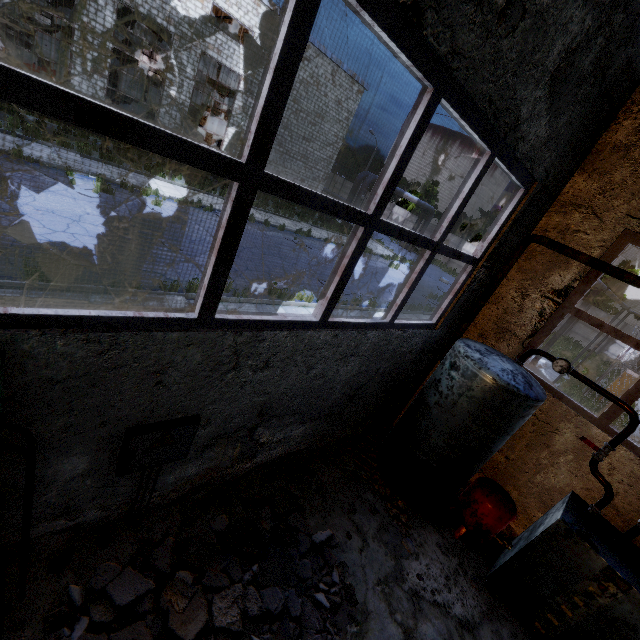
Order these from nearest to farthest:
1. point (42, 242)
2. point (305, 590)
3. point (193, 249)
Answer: point (305, 590), point (42, 242), point (193, 249)

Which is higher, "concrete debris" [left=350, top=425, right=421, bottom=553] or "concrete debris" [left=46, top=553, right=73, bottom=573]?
"concrete debris" [left=46, top=553, right=73, bottom=573]

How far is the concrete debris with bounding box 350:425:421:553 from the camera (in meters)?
4.96

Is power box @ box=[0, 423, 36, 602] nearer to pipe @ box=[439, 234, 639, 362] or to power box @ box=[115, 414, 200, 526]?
power box @ box=[115, 414, 200, 526]

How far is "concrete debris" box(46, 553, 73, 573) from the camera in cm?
294

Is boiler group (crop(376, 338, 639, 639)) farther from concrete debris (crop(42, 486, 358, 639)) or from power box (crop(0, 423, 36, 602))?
power box (crop(0, 423, 36, 602))

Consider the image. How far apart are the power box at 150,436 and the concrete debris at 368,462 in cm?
319

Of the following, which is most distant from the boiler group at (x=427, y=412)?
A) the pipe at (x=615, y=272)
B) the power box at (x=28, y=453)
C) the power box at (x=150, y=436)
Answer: the pipe at (x=615, y=272)
